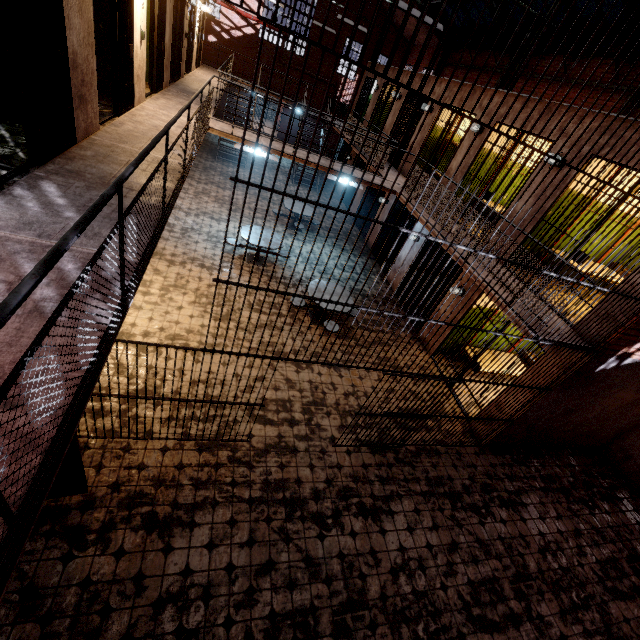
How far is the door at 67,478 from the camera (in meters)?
3.33

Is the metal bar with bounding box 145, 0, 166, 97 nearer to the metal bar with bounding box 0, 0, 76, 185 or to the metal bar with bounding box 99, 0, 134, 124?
the metal bar with bounding box 99, 0, 134, 124

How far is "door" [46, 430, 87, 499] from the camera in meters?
3.3 m

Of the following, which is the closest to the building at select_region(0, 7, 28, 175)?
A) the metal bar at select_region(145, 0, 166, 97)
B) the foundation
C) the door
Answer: the metal bar at select_region(145, 0, 166, 97)

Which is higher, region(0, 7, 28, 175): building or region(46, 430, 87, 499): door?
region(0, 7, 28, 175): building

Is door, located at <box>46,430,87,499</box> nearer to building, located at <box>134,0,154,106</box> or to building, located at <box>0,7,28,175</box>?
building, located at <box>0,7,28,175</box>

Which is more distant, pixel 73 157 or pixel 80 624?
→ pixel 73 157

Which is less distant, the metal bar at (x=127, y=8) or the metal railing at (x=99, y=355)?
the metal railing at (x=99, y=355)
